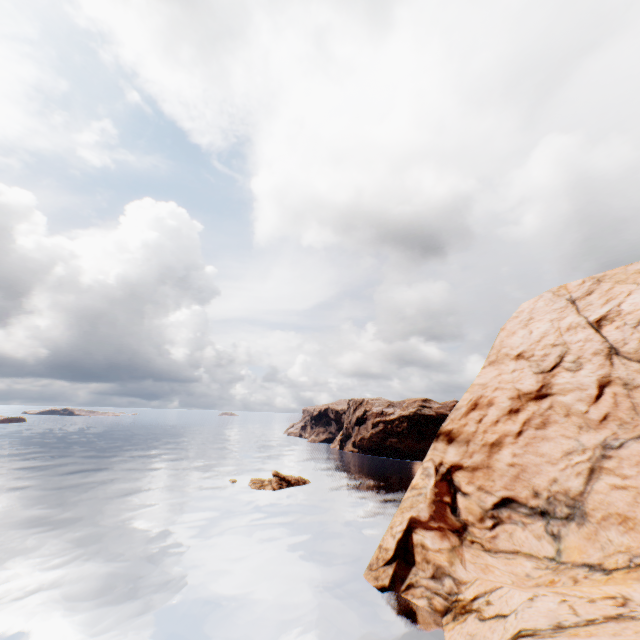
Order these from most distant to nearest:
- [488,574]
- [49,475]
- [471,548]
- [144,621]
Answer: [49,475]
[471,548]
[488,574]
[144,621]

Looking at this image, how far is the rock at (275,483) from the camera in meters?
50.3 m

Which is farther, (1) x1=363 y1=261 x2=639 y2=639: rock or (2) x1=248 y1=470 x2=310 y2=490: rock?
(2) x1=248 y1=470 x2=310 y2=490: rock

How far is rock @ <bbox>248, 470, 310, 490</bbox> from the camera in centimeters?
5031cm

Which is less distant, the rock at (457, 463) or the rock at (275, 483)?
the rock at (457, 463)

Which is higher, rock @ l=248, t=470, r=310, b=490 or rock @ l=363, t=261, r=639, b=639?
rock @ l=363, t=261, r=639, b=639
